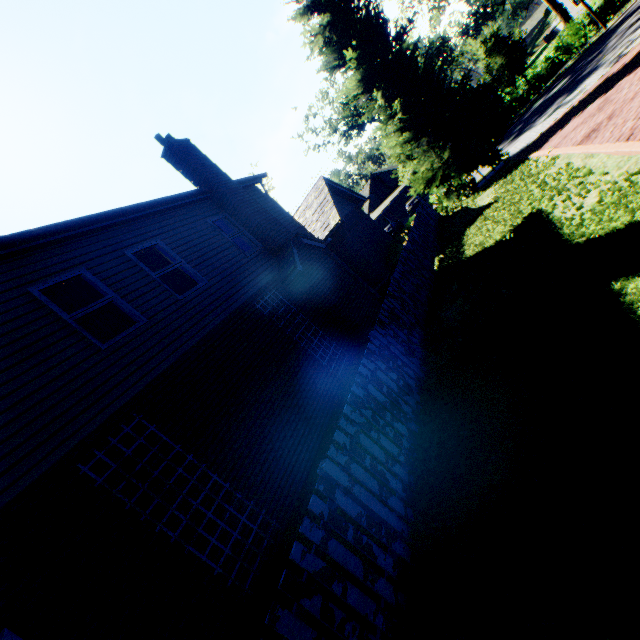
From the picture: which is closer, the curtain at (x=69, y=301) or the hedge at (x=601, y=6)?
the curtain at (x=69, y=301)

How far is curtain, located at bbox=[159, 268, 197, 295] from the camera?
7.8m

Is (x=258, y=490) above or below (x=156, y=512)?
below

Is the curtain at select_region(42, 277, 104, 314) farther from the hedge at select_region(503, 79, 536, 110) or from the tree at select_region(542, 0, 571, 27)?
the hedge at select_region(503, 79, 536, 110)

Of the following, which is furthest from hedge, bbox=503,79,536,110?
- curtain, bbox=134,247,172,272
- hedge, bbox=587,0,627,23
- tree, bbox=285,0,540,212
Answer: curtain, bbox=134,247,172,272

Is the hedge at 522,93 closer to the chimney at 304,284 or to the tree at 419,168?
the tree at 419,168

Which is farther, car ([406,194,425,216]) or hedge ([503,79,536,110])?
car ([406,194,425,216])
